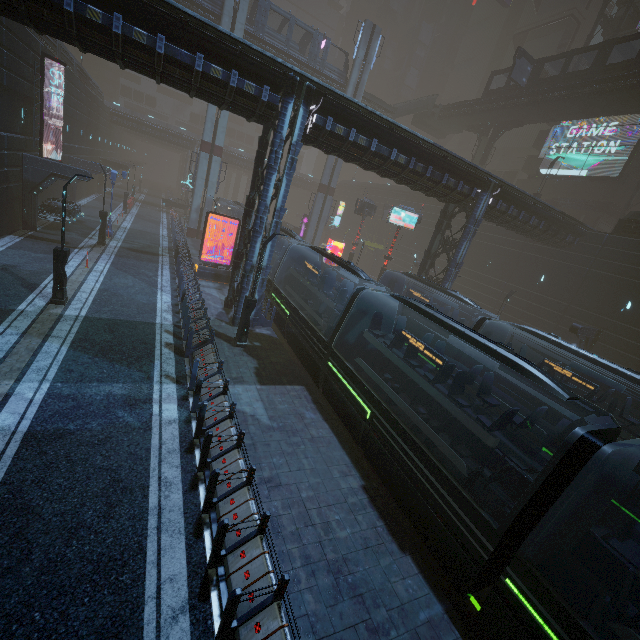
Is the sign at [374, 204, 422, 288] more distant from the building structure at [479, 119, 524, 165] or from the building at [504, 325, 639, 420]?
the building structure at [479, 119, 524, 165]

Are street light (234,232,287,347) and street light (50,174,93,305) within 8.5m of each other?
yes

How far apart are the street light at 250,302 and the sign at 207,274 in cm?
956

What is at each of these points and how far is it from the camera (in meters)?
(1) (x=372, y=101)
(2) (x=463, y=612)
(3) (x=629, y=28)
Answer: (1) bridge, 39.03
(2) train rail, 8.05
(3) building, 35.41

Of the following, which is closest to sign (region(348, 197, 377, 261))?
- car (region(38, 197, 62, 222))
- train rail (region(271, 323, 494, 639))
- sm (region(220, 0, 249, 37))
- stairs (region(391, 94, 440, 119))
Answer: train rail (region(271, 323, 494, 639))

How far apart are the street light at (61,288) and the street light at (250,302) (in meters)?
7.13

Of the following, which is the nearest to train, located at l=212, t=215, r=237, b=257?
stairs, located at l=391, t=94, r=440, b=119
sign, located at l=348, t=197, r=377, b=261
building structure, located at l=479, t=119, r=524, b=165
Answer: sign, located at l=348, t=197, r=377, b=261

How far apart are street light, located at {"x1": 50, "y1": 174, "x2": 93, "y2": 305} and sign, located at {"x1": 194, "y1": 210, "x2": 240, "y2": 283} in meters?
9.1
